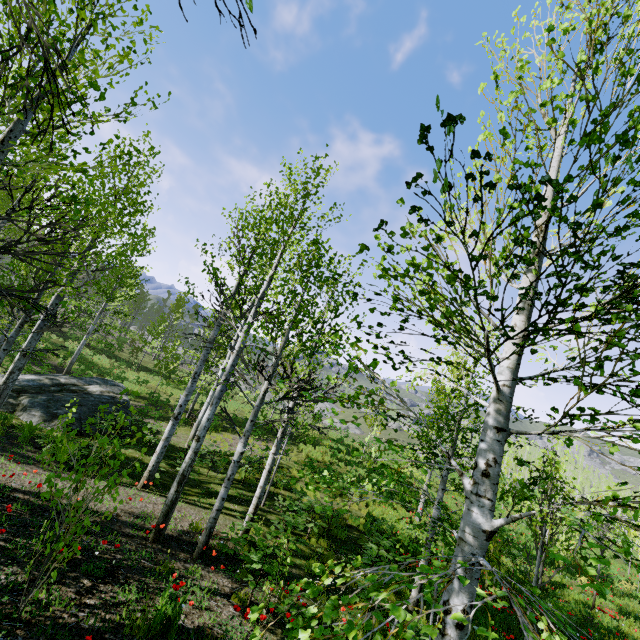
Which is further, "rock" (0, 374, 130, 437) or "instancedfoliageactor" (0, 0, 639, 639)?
"rock" (0, 374, 130, 437)

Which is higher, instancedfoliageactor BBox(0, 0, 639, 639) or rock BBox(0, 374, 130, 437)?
instancedfoliageactor BBox(0, 0, 639, 639)

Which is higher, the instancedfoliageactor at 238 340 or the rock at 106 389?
the instancedfoliageactor at 238 340

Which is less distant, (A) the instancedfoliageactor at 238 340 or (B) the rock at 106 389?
(A) the instancedfoliageactor at 238 340

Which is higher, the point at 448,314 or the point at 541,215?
the point at 541,215
